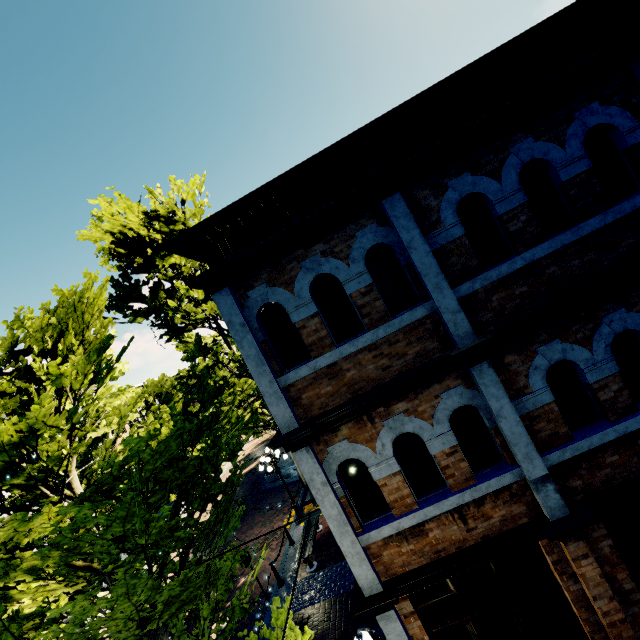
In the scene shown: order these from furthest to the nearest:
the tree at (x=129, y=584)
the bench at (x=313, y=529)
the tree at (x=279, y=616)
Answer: the bench at (x=313, y=529)
the tree at (x=279, y=616)
the tree at (x=129, y=584)

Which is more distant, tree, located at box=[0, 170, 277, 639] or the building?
the building

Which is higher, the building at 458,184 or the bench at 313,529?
the building at 458,184

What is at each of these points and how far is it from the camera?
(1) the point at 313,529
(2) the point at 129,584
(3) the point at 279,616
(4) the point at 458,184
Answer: (1) bench, 12.5 meters
(2) tree, 3.9 meters
(3) tree, 5.1 meters
(4) building, 4.8 meters

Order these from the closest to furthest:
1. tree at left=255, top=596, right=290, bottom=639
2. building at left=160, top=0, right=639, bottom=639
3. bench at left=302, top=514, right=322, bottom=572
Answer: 1. building at left=160, top=0, right=639, bottom=639
2. tree at left=255, top=596, right=290, bottom=639
3. bench at left=302, top=514, right=322, bottom=572

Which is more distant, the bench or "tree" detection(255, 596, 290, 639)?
the bench

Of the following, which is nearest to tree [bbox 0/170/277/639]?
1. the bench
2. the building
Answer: the building
